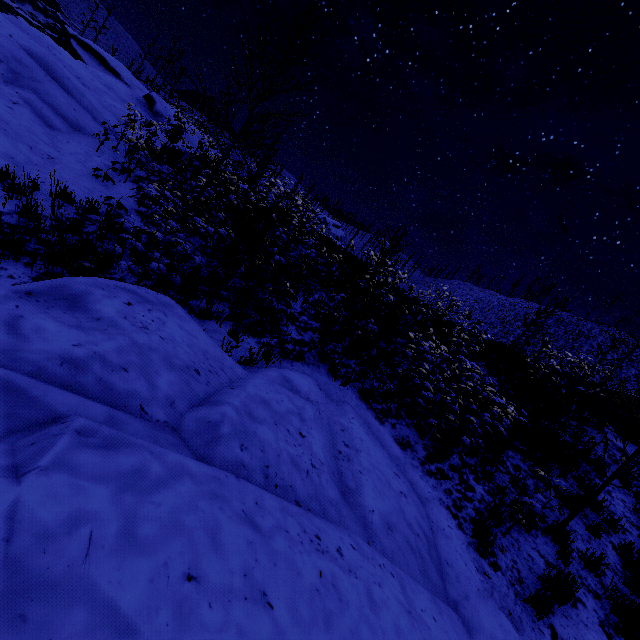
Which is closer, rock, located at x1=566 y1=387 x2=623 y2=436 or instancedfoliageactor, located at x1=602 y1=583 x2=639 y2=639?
instancedfoliageactor, located at x1=602 y1=583 x2=639 y2=639

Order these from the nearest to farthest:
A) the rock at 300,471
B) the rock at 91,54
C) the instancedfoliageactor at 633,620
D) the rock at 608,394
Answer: the rock at 300,471 < the instancedfoliageactor at 633,620 < the rock at 91,54 < the rock at 608,394

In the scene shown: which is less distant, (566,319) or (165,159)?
(165,159)

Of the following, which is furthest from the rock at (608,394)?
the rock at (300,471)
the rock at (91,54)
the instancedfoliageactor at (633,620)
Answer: the rock at (91,54)

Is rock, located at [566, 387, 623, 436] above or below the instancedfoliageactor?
above

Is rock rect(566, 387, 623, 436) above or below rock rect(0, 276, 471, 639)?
above

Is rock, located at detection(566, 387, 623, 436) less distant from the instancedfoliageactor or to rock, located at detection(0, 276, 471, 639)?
the instancedfoliageactor

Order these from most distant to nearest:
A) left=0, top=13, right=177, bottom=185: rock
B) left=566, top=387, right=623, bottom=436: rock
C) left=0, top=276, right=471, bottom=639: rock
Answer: left=566, top=387, right=623, bottom=436: rock
left=0, top=13, right=177, bottom=185: rock
left=0, top=276, right=471, bottom=639: rock
